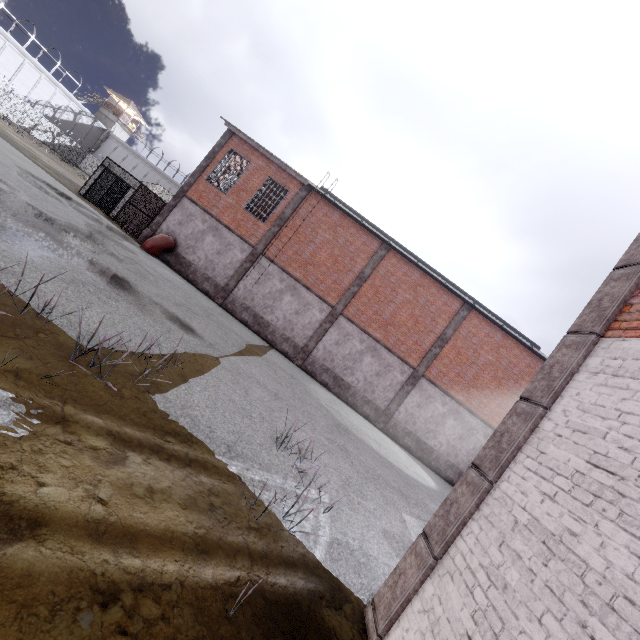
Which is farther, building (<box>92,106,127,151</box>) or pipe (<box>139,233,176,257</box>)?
building (<box>92,106,127,151</box>)

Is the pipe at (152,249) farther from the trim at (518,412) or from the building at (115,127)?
the building at (115,127)

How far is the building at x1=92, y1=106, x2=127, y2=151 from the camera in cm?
5706

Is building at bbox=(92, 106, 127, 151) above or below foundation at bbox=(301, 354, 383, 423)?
above

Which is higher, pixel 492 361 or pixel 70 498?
pixel 492 361

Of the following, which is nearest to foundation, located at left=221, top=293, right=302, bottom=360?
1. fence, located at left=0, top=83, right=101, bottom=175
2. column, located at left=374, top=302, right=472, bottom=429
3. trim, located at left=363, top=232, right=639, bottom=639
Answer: column, located at left=374, top=302, right=472, bottom=429

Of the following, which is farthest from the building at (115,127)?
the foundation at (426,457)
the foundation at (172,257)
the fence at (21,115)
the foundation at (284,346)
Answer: the foundation at (426,457)

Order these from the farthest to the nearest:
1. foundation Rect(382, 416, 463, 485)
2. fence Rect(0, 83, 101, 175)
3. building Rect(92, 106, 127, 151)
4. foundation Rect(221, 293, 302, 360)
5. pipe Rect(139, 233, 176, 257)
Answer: building Rect(92, 106, 127, 151) < fence Rect(0, 83, 101, 175) < foundation Rect(221, 293, 302, 360) < foundation Rect(382, 416, 463, 485) < pipe Rect(139, 233, 176, 257)
